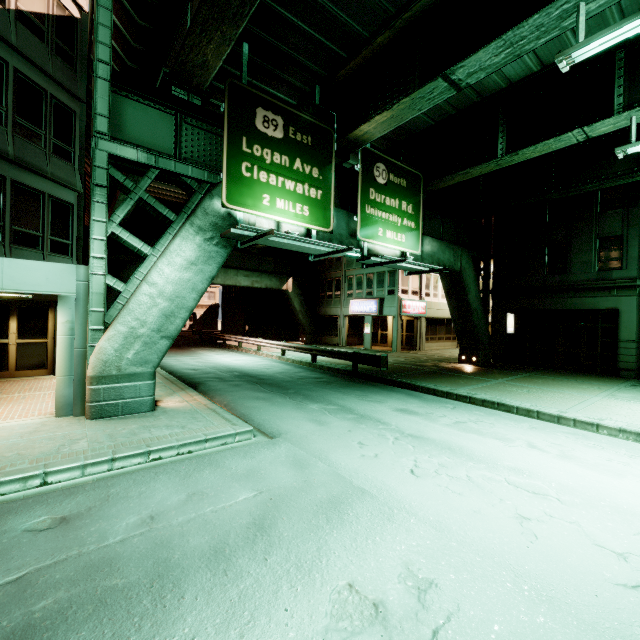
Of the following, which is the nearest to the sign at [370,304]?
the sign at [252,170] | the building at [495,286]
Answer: the building at [495,286]

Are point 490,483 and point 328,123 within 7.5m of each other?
no

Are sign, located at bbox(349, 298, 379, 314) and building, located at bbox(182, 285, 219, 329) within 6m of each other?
no

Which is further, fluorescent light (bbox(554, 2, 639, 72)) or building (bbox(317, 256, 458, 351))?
building (bbox(317, 256, 458, 351))

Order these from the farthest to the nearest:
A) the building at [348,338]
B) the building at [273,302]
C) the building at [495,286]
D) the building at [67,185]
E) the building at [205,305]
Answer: the building at [205,305] → the building at [273,302] → the building at [348,338] → the building at [495,286] → the building at [67,185]

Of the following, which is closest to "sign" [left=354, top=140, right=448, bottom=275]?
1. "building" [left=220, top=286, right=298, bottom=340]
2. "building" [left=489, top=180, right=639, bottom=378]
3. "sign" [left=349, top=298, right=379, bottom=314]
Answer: "building" [left=489, top=180, right=639, bottom=378]

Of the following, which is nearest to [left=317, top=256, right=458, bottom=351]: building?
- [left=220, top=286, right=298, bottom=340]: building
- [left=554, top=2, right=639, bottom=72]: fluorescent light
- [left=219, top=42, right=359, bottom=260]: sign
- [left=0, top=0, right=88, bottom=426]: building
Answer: [left=220, top=286, right=298, bottom=340]: building

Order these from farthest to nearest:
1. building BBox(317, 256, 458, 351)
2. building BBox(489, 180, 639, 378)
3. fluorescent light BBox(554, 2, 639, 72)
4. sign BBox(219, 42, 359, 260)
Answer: building BBox(317, 256, 458, 351) < building BBox(489, 180, 639, 378) < sign BBox(219, 42, 359, 260) < fluorescent light BBox(554, 2, 639, 72)
